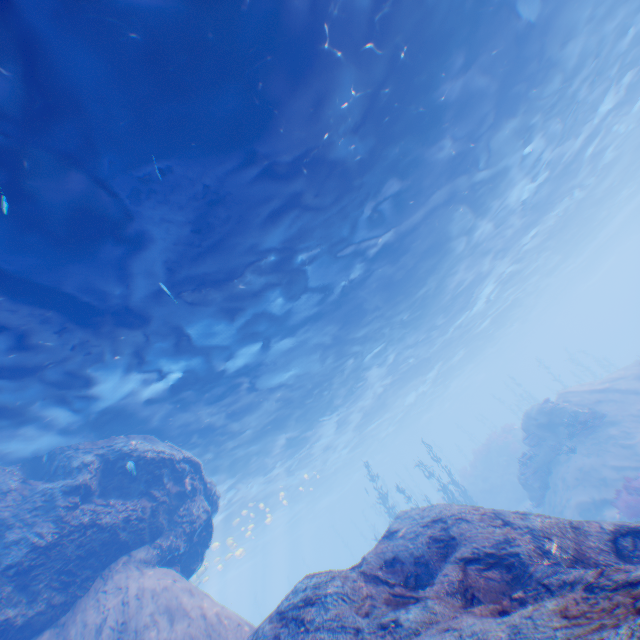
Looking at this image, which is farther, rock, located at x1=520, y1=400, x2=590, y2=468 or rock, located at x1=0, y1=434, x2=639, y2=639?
rock, located at x1=520, y1=400, x2=590, y2=468

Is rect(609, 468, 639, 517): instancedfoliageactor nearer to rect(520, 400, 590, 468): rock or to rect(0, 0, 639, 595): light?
rect(520, 400, 590, 468): rock

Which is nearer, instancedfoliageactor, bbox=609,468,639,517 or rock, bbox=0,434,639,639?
rock, bbox=0,434,639,639

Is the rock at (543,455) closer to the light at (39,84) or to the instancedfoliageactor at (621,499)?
the light at (39,84)

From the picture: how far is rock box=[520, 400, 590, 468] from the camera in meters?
17.2 m

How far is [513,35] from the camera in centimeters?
938cm
